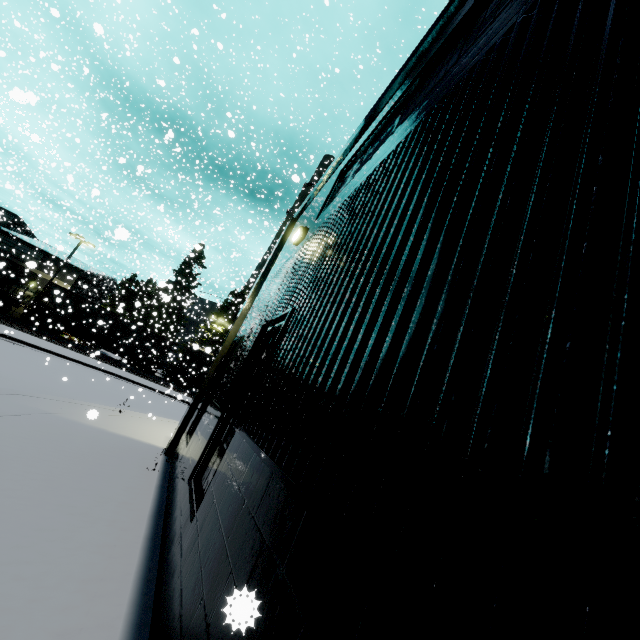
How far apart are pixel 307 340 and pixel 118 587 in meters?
3.0

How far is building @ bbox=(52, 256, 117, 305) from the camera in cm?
3619

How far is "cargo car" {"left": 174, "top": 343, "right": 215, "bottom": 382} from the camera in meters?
35.8 m

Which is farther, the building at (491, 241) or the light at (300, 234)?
the light at (300, 234)

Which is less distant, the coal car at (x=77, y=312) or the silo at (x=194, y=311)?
the coal car at (x=77, y=312)

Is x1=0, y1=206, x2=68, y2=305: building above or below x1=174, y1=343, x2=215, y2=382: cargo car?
above

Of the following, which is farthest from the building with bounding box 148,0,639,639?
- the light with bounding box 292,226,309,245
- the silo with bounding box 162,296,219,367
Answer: the silo with bounding box 162,296,219,367

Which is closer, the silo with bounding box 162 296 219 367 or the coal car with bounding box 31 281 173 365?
the coal car with bounding box 31 281 173 365
